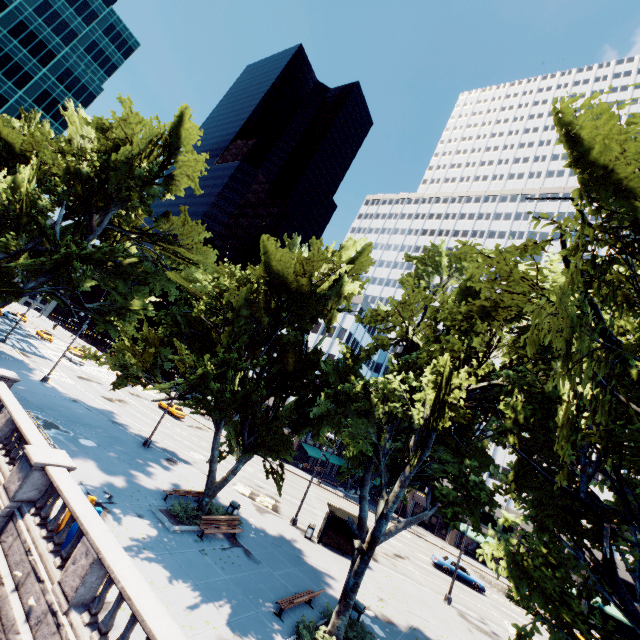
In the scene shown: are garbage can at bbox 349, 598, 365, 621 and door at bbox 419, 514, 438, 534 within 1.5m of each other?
no

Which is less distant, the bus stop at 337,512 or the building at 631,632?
the bus stop at 337,512

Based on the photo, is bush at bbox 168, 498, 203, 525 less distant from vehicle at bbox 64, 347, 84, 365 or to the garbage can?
the garbage can

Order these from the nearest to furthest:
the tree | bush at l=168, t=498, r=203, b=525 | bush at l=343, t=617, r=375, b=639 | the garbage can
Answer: the tree, bush at l=343, t=617, r=375, b=639, the garbage can, bush at l=168, t=498, r=203, b=525

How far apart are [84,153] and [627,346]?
36.3 meters

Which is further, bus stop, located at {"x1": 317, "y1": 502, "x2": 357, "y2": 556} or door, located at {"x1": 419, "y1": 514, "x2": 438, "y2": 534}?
door, located at {"x1": 419, "y1": 514, "x2": 438, "y2": 534}

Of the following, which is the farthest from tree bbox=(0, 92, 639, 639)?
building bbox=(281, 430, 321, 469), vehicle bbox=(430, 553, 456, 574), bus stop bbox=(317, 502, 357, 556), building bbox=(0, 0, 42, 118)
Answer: building bbox=(0, 0, 42, 118)

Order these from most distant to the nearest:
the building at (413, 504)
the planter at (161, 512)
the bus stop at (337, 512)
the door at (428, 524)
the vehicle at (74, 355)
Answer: the building at (413, 504) → the door at (428, 524) → the vehicle at (74, 355) → the bus stop at (337, 512) → the planter at (161, 512)
